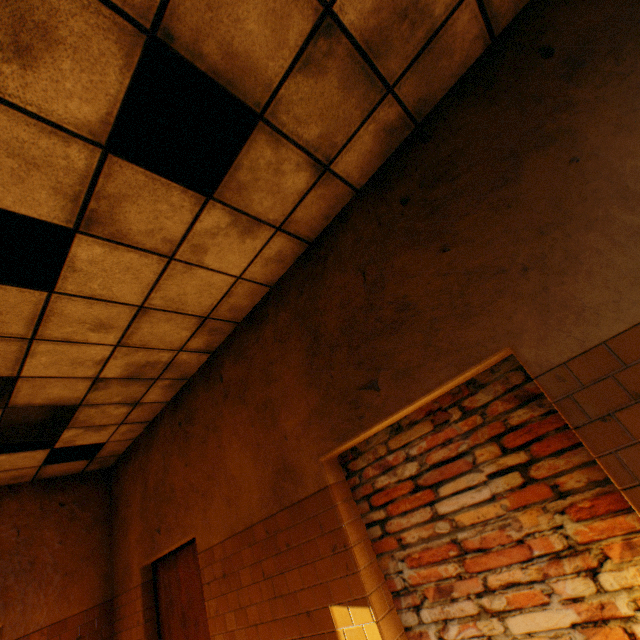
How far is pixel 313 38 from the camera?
1.8 meters
